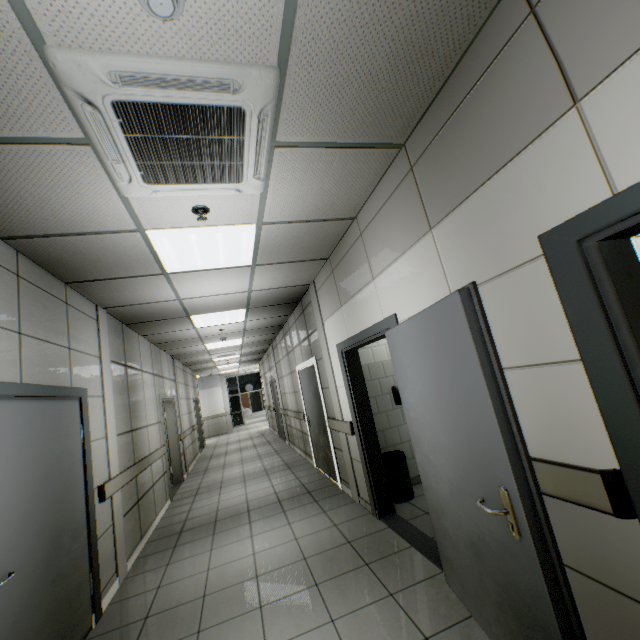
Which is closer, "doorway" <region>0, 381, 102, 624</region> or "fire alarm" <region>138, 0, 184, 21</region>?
"fire alarm" <region>138, 0, 184, 21</region>

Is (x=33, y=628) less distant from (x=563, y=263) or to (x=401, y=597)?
(x=401, y=597)

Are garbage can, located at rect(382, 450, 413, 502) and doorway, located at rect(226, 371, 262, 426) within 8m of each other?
no

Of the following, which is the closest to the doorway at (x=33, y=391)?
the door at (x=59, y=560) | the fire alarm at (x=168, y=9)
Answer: the door at (x=59, y=560)

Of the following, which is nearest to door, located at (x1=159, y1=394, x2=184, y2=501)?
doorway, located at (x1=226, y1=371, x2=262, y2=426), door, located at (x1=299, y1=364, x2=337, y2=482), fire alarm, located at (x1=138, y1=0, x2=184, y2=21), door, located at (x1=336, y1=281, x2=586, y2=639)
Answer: door, located at (x1=299, y1=364, x2=337, y2=482)

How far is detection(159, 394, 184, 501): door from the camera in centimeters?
675cm

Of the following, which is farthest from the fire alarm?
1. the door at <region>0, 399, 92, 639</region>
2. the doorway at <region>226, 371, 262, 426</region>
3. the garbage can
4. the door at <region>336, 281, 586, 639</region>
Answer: the doorway at <region>226, 371, 262, 426</region>

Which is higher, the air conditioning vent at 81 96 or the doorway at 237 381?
the air conditioning vent at 81 96
